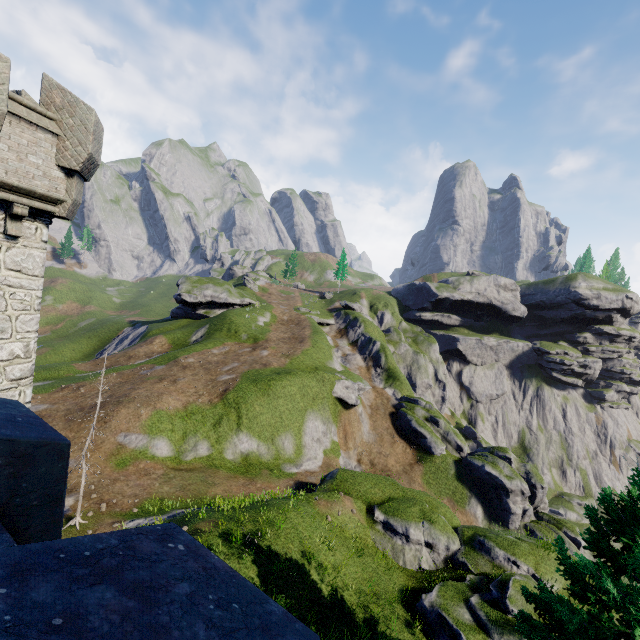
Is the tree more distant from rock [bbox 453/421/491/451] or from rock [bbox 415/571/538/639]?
rock [bbox 453/421/491/451]

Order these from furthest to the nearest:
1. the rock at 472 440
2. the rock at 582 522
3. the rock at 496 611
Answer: the rock at 472 440 → the rock at 582 522 → the rock at 496 611

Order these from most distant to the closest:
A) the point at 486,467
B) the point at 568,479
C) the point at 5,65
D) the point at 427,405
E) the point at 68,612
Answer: the point at 568,479 < the point at 427,405 < the point at 486,467 < the point at 5,65 < the point at 68,612

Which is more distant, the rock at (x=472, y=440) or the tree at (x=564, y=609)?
the rock at (x=472, y=440)

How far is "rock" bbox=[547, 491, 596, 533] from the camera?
50.5m

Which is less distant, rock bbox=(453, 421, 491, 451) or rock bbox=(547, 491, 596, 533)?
rock bbox=(547, 491, 596, 533)

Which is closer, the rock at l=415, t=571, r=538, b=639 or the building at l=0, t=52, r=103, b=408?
the building at l=0, t=52, r=103, b=408

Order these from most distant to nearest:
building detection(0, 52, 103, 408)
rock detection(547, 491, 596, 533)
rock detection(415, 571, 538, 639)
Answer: rock detection(547, 491, 596, 533) → rock detection(415, 571, 538, 639) → building detection(0, 52, 103, 408)
